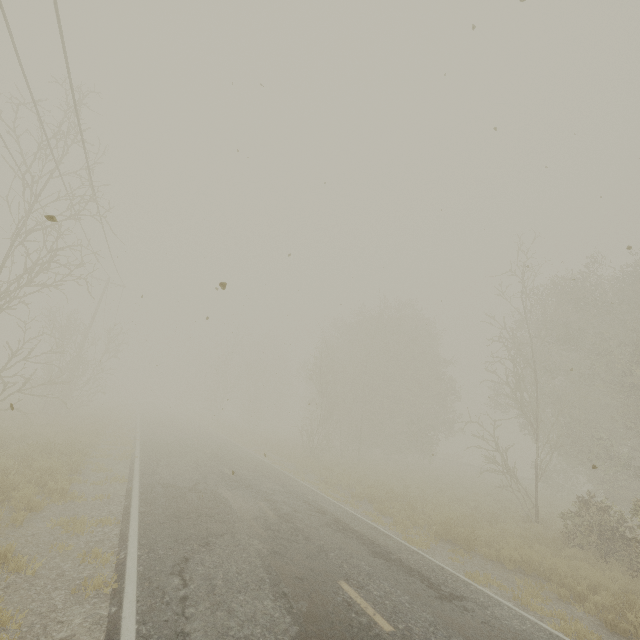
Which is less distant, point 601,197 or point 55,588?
point 55,588
